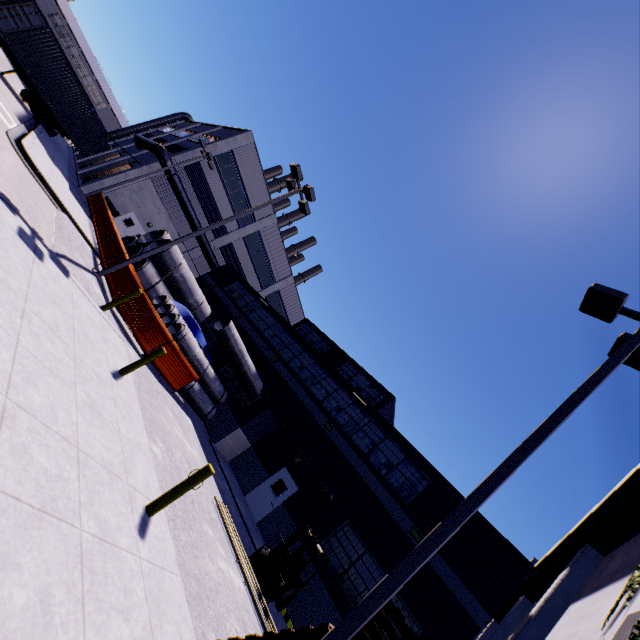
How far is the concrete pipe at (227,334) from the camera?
15.74m

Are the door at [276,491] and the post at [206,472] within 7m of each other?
no

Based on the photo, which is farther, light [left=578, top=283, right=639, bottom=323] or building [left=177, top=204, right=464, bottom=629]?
building [left=177, top=204, right=464, bottom=629]

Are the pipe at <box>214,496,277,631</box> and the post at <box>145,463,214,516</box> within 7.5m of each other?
yes

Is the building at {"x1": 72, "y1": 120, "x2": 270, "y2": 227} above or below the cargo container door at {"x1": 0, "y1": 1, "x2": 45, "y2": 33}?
above

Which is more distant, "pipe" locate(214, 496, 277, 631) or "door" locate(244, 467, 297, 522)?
"door" locate(244, 467, 297, 522)

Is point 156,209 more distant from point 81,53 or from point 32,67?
point 81,53

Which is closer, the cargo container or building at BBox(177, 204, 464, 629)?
building at BBox(177, 204, 464, 629)
